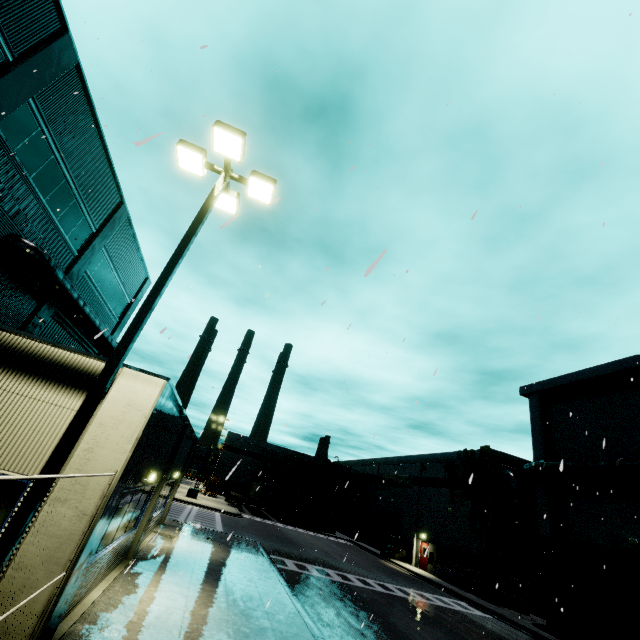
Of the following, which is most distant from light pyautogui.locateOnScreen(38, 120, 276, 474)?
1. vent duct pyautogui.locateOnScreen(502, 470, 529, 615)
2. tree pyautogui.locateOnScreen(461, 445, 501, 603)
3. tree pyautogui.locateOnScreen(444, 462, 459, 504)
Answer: tree pyautogui.locateOnScreen(444, 462, 459, 504)

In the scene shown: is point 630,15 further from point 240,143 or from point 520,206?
point 240,143

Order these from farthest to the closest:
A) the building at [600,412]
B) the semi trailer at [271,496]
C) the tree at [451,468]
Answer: the semi trailer at [271,496] → the tree at [451,468] → the building at [600,412]

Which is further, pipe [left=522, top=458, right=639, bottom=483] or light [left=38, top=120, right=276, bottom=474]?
pipe [left=522, top=458, right=639, bottom=483]

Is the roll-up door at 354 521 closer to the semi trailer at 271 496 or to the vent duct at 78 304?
the semi trailer at 271 496

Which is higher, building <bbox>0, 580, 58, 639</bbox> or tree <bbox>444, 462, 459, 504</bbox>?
tree <bbox>444, 462, 459, 504</bbox>

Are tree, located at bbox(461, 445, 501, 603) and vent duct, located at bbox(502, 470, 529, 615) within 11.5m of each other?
yes

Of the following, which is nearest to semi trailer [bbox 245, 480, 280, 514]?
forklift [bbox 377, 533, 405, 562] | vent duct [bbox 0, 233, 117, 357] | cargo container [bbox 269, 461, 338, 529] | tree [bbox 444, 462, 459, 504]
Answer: cargo container [bbox 269, 461, 338, 529]
